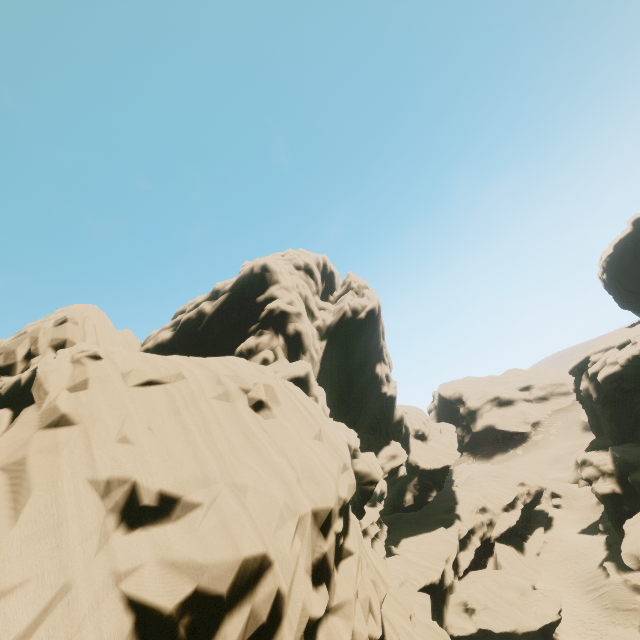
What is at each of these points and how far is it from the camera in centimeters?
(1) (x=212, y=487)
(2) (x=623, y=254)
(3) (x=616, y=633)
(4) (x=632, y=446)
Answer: (1) rock, 950cm
(2) rock, 4841cm
(3) rock, 2538cm
(4) rock, 3419cm

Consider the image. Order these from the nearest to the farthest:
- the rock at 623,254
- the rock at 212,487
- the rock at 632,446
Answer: the rock at 212,487 → the rock at 632,446 → the rock at 623,254

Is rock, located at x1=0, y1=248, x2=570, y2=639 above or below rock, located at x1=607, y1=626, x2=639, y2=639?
above

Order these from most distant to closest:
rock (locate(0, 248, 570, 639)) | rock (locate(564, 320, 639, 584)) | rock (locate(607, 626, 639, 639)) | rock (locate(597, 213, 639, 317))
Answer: rock (locate(597, 213, 639, 317)) < rock (locate(564, 320, 639, 584)) < rock (locate(607, 626, 639, 639)) < rock (locate(0, 248, 570, 639))

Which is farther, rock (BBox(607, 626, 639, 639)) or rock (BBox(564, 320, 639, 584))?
rock (BBox(564, 320, 639, 584))

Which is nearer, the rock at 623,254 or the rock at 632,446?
the rock at 632,446
